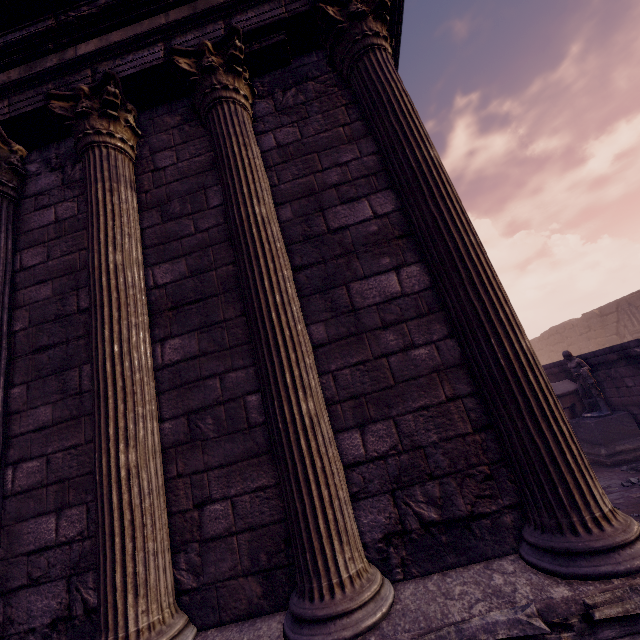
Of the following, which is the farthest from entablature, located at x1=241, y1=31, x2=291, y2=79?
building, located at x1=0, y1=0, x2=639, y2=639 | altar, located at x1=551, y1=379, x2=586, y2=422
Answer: altar, located at x1=551, y1=379, x2=586, y2=422

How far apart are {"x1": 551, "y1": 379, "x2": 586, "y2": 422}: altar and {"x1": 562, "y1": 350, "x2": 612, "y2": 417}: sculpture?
0.5 meters

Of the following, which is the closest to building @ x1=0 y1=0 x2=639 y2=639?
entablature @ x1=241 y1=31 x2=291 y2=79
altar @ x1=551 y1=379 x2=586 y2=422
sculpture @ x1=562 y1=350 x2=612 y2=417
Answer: entablature @ x1=241 y1=31 x2=291 y2=79

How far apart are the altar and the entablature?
11.3 meters

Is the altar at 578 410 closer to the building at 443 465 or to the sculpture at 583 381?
the sculpture at 583 381

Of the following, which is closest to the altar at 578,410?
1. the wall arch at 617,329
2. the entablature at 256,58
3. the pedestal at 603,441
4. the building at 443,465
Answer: the pedestal at 603,441

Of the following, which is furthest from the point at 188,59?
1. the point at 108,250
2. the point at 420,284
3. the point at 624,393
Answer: the point at 624,393

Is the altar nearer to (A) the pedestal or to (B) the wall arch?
(A) the pedestal
